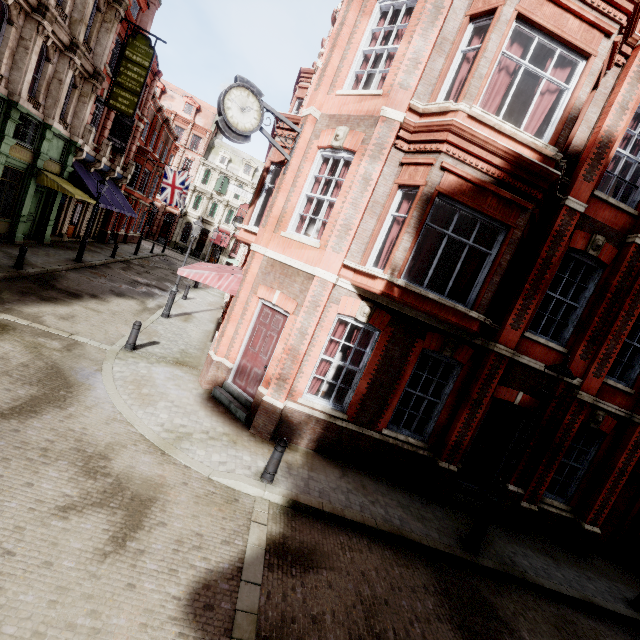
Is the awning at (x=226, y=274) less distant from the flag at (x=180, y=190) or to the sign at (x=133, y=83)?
the sign at (x=133, y=83)

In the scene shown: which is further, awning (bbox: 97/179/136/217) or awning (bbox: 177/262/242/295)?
awning (bbox: 97/179/136/217)

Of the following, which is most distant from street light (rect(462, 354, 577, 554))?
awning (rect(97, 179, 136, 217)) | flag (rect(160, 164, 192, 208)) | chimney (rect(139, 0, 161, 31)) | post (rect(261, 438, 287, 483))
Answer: chimney (rect(139, 0, 161, 31))

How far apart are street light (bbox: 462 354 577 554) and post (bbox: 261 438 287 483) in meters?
4.7

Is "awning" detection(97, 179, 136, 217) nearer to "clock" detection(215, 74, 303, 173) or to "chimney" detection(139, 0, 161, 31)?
"chimney" detection(139, 0, 161, 31)

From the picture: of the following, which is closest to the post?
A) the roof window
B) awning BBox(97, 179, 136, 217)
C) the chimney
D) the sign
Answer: awning BBox(97, 179, 136, 217)

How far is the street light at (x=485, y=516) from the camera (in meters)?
6.85

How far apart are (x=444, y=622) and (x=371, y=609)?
1.4 meters
